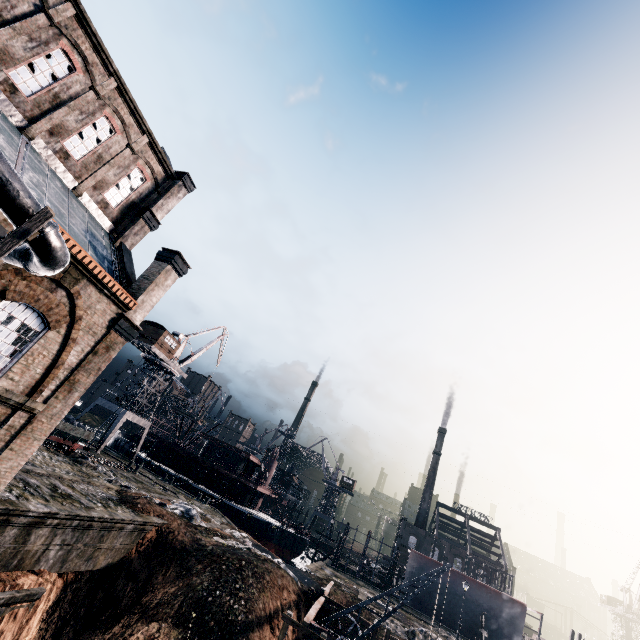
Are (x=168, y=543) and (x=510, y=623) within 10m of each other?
no

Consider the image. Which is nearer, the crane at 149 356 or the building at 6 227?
the building at 6 227

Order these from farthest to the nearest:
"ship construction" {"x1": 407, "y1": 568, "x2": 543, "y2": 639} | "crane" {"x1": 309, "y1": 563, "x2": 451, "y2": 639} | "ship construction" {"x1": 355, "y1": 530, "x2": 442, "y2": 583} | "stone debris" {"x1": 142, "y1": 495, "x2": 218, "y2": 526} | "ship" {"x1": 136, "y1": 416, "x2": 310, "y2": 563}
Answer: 1. "ship construction" {"x1": 355, "y1": 530, "x2": 442, "y2": 583}
2. "ship" {"x1": 136, "y1": 416, "x2": 310, "y2": 563}
3. "ship construction" {"x1": 407, "y1": 568, "x2": 543, "y2": 639}
4. "stone debris" {"x1": 142, "y1": 495, "x2": 218, "y2": 526}
5. "crane" {"x1": 309, "y1": 563, "x2": 451, "y2": 639}

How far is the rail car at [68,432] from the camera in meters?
29.0 m

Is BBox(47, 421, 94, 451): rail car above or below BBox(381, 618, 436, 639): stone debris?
above

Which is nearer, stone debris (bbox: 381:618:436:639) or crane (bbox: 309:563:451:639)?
crane (bbox: 309:563:451:639)

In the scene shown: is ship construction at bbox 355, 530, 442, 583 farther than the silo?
Yes

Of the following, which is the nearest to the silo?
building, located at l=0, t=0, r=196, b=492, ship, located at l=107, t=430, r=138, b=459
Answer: building, located at l=0, t=0, r=196, b=492
